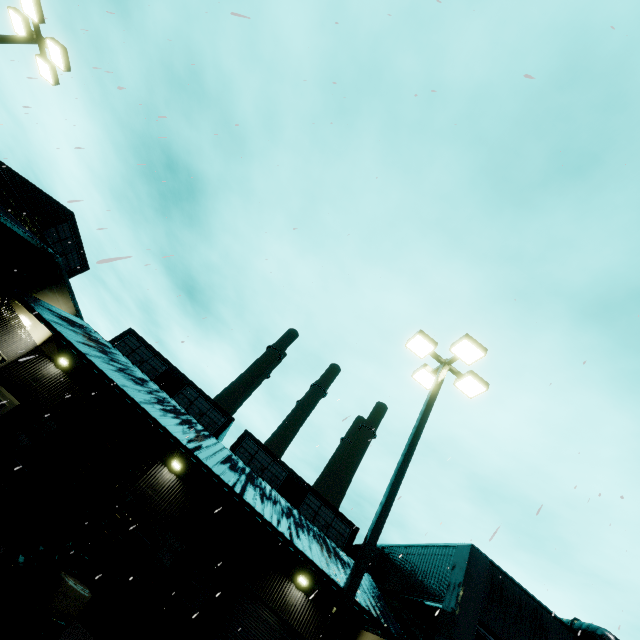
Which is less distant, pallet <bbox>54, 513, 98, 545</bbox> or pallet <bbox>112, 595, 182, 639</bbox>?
pallet <bbox>112, 595, 182, 639</bbox>

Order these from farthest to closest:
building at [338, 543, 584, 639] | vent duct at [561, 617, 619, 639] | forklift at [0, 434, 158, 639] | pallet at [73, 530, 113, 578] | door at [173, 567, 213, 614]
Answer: door at [173, 567, 213, 614] < vent duct at [561, 617, 619, 639] < building at [338, 543, 584, 639] < pallet at [73, 530, 113, 578] < forklift at [0, 434, 158, 639]

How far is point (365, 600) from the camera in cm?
1405

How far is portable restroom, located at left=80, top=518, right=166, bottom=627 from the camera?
10.7 meters

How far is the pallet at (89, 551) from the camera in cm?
1184

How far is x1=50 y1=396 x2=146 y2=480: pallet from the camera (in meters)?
9.54

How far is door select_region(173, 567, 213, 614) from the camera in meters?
15.7 m

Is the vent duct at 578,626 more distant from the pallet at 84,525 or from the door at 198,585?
the pallet at 84,525
